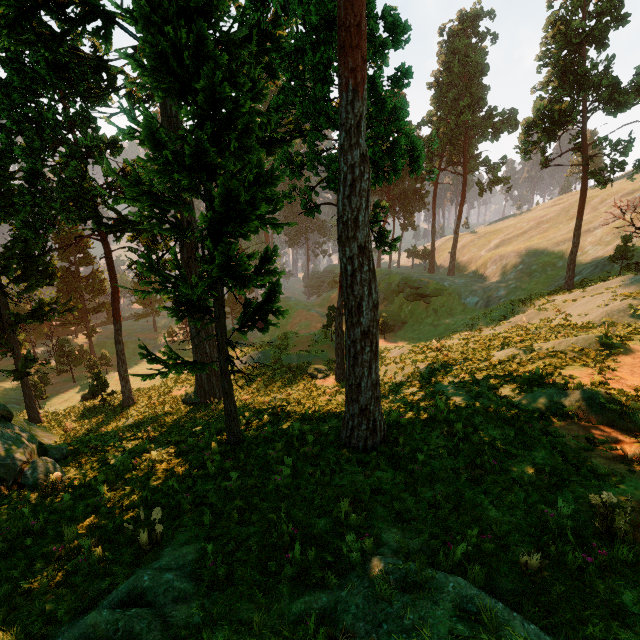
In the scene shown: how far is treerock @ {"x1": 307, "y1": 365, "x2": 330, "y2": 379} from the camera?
22.98m

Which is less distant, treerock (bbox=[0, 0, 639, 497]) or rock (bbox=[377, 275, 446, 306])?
treerock (bbox=[0, 0, 639, 497])

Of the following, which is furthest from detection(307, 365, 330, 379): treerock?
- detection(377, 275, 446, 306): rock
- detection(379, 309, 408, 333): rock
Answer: detection(379, 309, 408, 333): rock

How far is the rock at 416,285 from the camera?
45.6m

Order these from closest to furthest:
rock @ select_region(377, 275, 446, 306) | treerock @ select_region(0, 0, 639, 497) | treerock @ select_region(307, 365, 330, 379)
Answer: treerock @ select_region(0, 0, 639, 497) → treerock @ select_region(307, 365, 330, 379) → rock @ select_region(377, 275, 446, 306)

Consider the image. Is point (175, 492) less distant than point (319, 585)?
No

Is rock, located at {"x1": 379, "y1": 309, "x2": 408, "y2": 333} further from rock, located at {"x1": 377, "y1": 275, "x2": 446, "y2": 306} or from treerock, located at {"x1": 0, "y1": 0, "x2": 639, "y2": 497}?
treerock, located at {"x1": 0, "y1": 0, "x2": 639, "y2": 497}

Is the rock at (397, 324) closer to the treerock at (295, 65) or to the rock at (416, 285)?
the rock at (416, 285)
